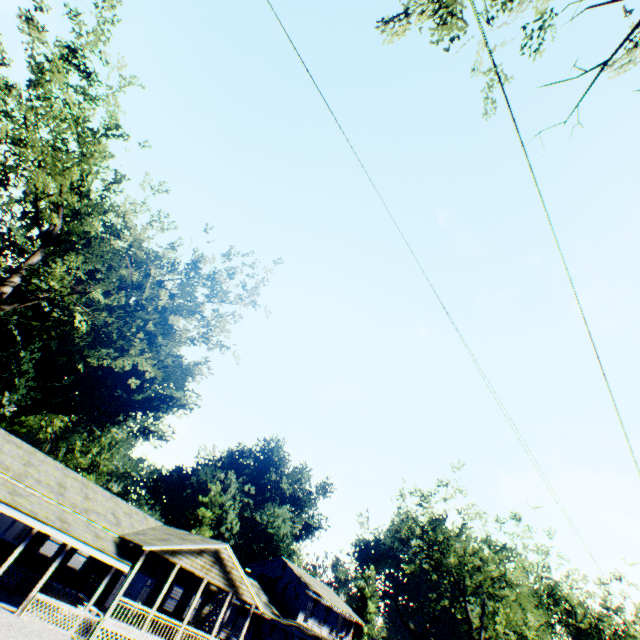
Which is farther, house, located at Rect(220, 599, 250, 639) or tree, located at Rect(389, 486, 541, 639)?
tree, located at Rect(389, 486, 541, 639)

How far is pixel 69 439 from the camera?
54.00m

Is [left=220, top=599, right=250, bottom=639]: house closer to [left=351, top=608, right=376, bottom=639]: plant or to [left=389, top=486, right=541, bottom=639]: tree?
[left=389, top=486, right=541, bottom=639]: tree

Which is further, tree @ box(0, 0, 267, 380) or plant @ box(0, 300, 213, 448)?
plant @ box(0, 300, 213, 448)

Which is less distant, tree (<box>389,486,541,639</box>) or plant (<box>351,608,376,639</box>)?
tree (<box>389,486,541,639</box>)

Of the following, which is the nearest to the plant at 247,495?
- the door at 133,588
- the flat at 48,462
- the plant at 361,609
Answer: the flat at 48,462

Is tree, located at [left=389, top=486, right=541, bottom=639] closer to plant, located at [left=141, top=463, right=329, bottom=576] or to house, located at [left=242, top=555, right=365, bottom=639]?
house, located at [left=242, top=555, right=365, bottom=639]

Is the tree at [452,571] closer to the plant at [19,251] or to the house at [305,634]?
the house at [305,634]
